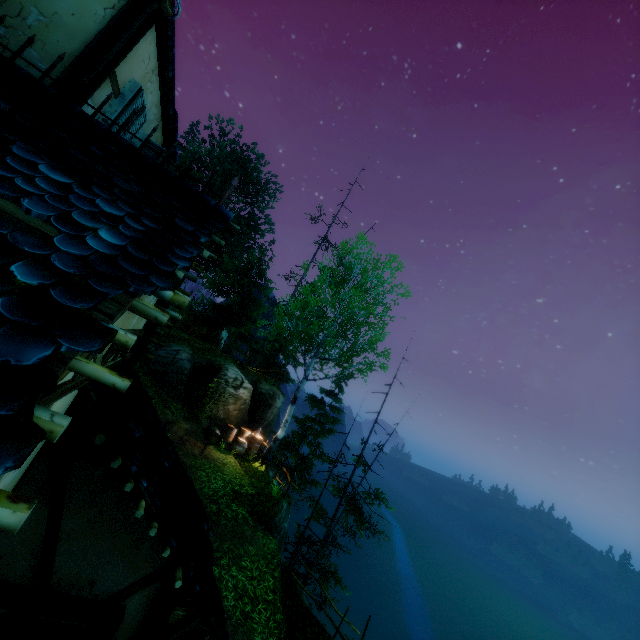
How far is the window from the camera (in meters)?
4.58

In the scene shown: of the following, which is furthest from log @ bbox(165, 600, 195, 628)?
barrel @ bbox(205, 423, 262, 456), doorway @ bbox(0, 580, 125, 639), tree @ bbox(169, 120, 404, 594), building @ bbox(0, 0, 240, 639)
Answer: tree @ bbox(169, 120, 404, 594)

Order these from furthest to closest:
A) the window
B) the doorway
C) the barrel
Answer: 1. the barrel
2. the window
3. the doorway

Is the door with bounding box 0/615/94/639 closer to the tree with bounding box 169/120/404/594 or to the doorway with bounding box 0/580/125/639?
the doorway with bounding box 0/580/125/639

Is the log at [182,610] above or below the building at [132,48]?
below

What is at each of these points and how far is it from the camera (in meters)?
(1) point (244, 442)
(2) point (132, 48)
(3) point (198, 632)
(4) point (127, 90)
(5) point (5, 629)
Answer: (1) barrel, 15.73
(2) building, 4.21
(3) log, 5.32
(4) window, 4.68
(5) door, 2.91

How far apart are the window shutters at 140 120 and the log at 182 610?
7.1 meters

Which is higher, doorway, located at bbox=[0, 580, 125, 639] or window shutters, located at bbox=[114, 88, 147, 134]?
window shutters, located at bbox=[114, 88, 147, 134]
